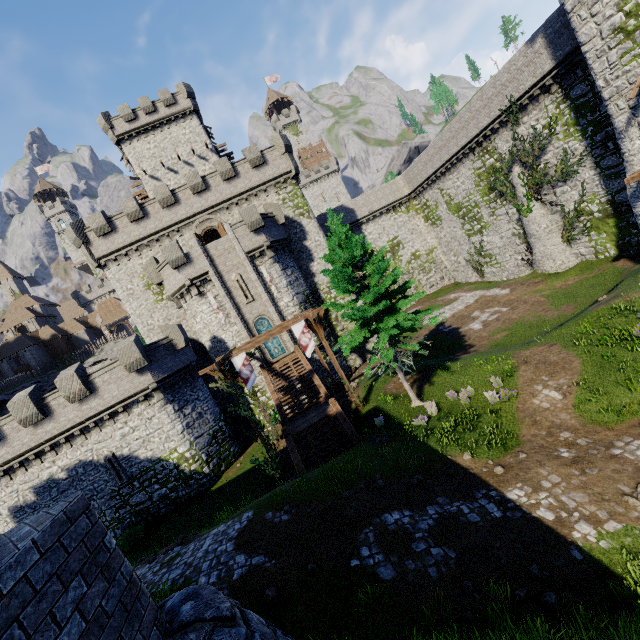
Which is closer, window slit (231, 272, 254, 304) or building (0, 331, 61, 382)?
window slit (231, 272, 254, 304)

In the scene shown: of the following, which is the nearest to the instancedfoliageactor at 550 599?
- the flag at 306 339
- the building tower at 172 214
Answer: the flag at 306 339

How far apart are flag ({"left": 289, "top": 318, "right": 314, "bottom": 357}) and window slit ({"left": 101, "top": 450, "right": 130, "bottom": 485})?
15.6 meters

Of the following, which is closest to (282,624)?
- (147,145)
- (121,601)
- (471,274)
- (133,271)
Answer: (121,601)

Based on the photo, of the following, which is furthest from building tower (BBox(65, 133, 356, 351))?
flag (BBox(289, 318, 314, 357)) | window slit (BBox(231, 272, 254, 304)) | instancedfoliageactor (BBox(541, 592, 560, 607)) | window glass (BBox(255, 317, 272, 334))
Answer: instancedfoliageactor (BBox(541, 592, 560, 607))

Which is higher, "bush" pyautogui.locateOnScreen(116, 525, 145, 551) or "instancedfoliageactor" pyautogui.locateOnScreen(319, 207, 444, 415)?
"instancedfoliageactor" pyautogui.locateOnScreen(319, 207, 444, 415)

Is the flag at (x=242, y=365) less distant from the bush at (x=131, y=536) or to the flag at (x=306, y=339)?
the flag at (x=306, y=339)

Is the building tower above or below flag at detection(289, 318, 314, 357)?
above
